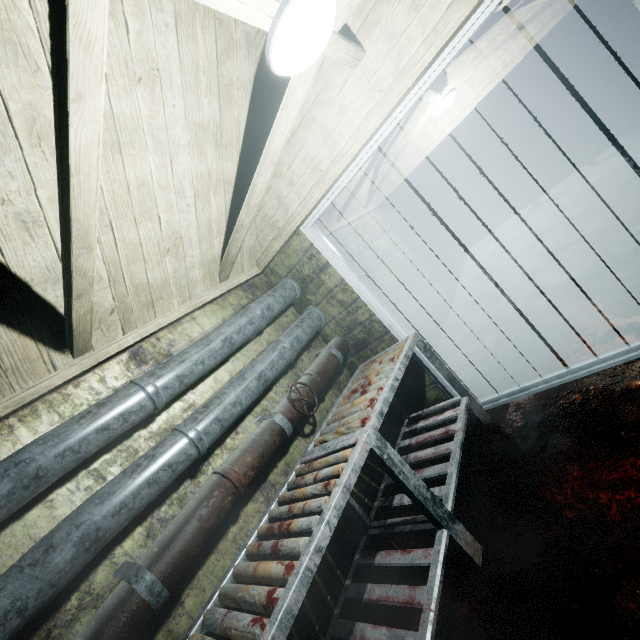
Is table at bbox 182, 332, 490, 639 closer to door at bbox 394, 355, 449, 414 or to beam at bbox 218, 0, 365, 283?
door at bbox 394, 355, 449, 414

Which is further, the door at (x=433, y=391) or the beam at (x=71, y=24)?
the door at (x=433, y=391)

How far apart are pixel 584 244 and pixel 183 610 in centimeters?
460cm

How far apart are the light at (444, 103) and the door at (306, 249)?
2.7 meters

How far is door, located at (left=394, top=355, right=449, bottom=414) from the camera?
2.58m

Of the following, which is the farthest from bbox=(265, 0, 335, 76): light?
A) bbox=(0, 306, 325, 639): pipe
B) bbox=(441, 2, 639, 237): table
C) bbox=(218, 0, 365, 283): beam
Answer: bbox=(441, 2, 639, 237): table

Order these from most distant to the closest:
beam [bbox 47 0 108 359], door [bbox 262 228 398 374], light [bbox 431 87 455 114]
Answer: light [bbox 431 87 455 114] → door [bbox 262 228 398 374] → beam [bbox 47 0 108 359]

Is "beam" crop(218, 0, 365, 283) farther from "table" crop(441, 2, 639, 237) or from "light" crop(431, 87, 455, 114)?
"table" crop(441, 2, 639, 237)
